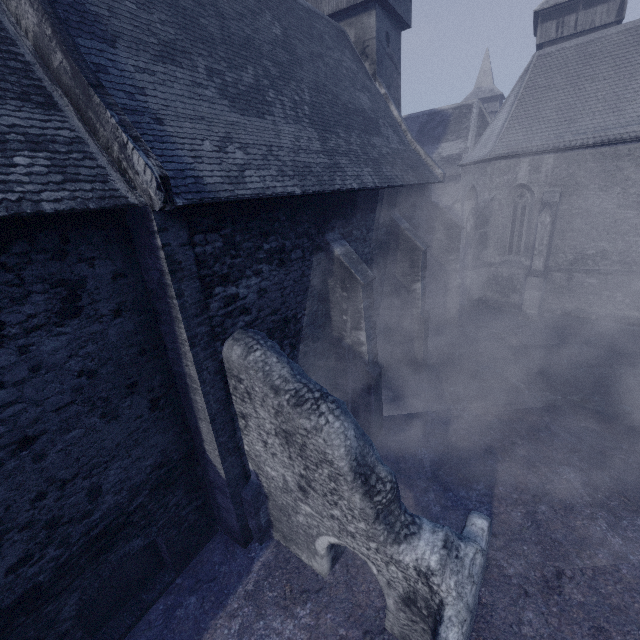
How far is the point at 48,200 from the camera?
3.5m
